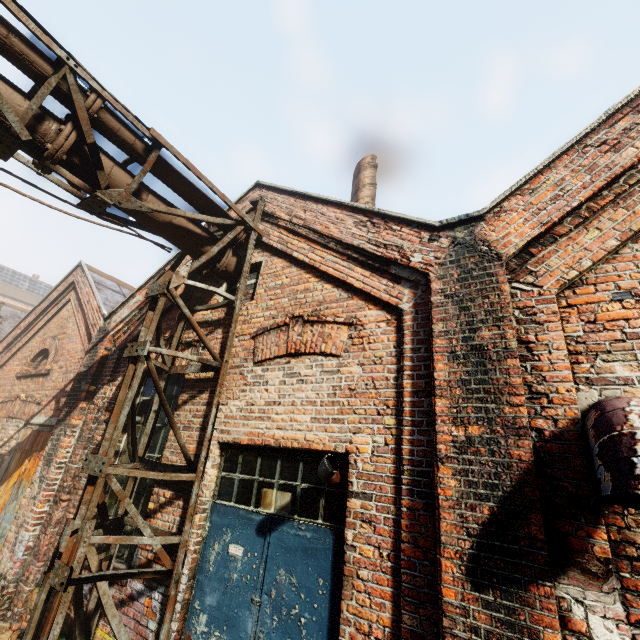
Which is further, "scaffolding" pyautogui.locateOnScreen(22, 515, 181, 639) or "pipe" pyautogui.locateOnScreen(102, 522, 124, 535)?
"pipe" pyautogui.locateOnScreen(102, 522, 124, 535)

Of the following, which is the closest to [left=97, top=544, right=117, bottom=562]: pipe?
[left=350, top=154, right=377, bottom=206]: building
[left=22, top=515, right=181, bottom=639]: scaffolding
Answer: [left=22, top=515, right=181, bottom=639]: scaffolding

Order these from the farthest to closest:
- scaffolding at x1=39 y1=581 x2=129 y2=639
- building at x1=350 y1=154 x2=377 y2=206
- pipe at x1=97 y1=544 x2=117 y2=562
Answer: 1. building at x1=350 y1=154 x2=377 y2=206
2. pipe at x1=97 y1=544 x2=117 y2=562
3. scaffolding at x1=39 y1=581 x2=129 y2=639

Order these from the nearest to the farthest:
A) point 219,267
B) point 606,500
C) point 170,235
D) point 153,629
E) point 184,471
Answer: point 606,500
point 153,629
point 184,471
point 170,235
point 219,267

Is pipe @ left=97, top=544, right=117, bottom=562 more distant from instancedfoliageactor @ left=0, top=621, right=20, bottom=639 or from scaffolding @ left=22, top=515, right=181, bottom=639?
instancedfoliageactor @ left=0, top=621, right=20, bottom=639

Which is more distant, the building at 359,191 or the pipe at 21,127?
the building at 359,191

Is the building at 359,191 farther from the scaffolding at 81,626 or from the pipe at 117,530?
the scaffolding at 81,626

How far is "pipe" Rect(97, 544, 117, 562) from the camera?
3.9m
